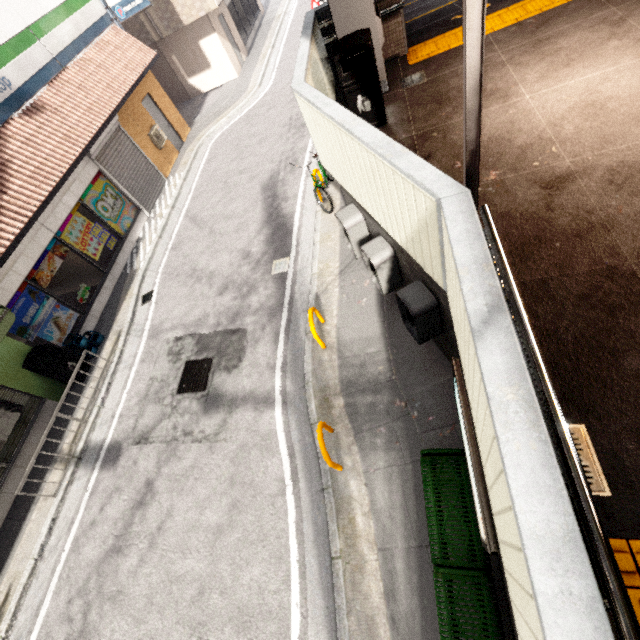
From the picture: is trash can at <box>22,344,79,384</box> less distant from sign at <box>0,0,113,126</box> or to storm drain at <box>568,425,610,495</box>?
sign at <box>0,0,113,126</box>

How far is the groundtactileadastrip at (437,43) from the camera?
5.84m

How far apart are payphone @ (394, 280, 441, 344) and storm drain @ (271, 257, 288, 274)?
3.8 meters

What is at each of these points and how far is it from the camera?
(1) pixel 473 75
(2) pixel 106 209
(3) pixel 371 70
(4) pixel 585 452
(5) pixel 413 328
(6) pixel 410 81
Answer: (1) exterior awning, 2.06m
(2) sign, 10.33m
(3) trash can, 4.64m
(4) storm drain, 2.23m
(5) payphone, 4.74m
(6) storm drain, 5.68m

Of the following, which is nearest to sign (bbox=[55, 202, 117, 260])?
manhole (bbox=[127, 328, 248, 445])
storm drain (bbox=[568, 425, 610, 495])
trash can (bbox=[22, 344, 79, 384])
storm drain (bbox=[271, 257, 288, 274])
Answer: trash can (bbox=[22, 344, 79, 384])

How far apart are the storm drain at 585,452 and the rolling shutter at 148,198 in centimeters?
1266cm

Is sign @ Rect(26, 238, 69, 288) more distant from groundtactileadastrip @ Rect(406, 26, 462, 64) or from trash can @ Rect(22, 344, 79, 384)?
groundtactileadastrip @ Rect(406, 26, 462, 64)

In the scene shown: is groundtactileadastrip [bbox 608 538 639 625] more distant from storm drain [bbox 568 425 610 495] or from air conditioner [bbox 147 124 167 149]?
air conditioner [bbox 147 124 167 149]
